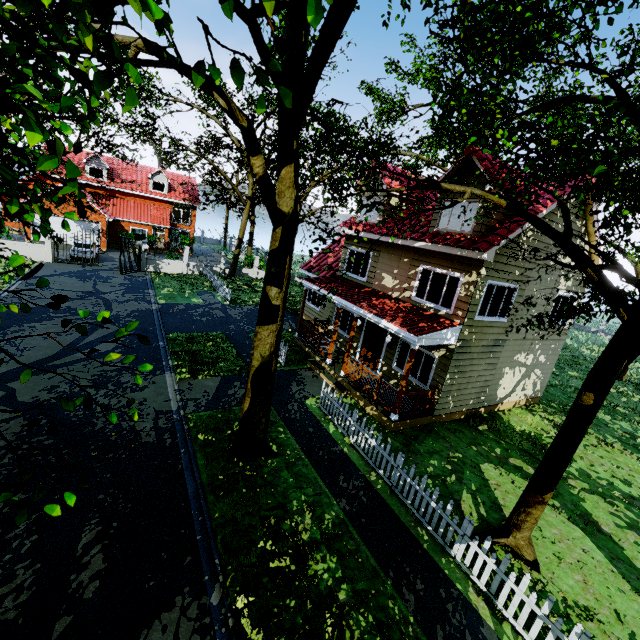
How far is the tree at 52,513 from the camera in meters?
3.2 m

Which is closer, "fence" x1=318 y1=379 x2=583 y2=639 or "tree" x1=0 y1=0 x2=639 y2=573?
Answer: "tree" x1=0 y1=0 x2=639 y2=573

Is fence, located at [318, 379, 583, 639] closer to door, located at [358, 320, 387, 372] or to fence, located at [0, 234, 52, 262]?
door, located at [358, 320, 387, 372]

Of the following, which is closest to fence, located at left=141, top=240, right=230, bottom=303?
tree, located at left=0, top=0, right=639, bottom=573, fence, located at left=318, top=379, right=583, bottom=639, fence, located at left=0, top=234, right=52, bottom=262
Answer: tree, located at left=0, top=0, right=639, bottom=573

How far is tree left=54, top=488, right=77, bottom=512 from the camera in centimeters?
330cm

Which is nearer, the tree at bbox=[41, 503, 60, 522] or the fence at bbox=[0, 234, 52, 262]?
the tree at bbox=[41, 503, 60, 522]

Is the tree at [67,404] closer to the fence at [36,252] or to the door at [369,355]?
the fence at [36,252]

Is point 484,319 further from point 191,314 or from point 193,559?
point 191,314
